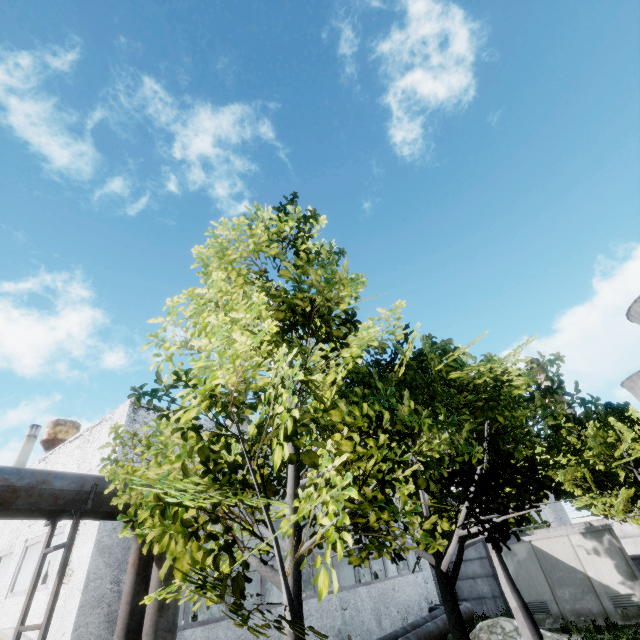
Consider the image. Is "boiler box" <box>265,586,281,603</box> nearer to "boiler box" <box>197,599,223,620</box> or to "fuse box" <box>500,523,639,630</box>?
"boiler box" <box>197,599,223,620</box>

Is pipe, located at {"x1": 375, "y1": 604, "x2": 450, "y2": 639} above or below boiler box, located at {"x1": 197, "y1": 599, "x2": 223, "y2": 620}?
below

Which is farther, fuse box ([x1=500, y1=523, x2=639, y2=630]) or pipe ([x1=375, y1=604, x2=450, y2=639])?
fuse box ([x1=500, y1=523, x2=639, y2=630])

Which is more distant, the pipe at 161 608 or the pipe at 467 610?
the pipe at 467 610

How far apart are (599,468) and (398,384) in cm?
1653

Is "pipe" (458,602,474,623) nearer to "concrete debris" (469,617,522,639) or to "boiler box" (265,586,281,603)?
"concrete debris" (469,617,522,639)

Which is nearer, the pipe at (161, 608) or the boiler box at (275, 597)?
the pipe at (161, 608)

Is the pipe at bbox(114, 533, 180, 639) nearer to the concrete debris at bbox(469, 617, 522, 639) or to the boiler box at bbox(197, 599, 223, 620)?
the concrete debris at bbox(469, 617, 522, 639)
